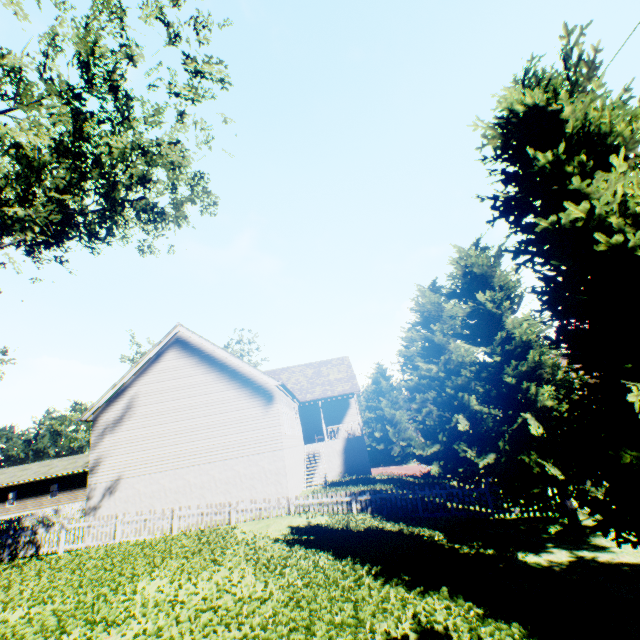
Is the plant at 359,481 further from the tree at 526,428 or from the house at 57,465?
the house at 57,465

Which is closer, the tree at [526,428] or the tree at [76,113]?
the tree at [526,428]

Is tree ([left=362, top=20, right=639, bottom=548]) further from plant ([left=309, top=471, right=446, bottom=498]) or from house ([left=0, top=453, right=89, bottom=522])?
plant ([left=309, top=471, right=446, bottom=498])

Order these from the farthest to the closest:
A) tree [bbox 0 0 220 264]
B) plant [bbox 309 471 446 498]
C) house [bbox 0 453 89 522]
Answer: house [bbox 0 453 89 522]
plant [bbox 309 471 446 498]
tree [bbox 0 0 220 264]

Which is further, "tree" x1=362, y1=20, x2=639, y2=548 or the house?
the house

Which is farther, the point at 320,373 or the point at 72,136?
the point at 320,373

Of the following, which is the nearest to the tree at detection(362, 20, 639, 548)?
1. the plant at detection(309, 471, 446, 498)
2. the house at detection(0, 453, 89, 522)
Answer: the house at detection(0, 453, 89, 522)

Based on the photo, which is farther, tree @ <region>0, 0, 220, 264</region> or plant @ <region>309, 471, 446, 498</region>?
plant @ <region>309, 471, 446, 498</region>
